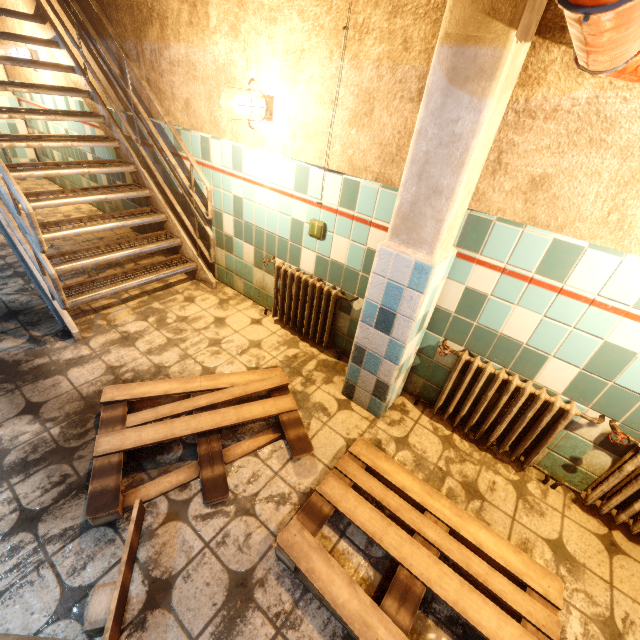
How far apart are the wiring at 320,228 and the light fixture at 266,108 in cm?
82

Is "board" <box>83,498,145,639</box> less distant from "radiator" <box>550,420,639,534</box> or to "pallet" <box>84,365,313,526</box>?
"pallet" <box>84,365,313,526</box>

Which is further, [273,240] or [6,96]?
[6,96]

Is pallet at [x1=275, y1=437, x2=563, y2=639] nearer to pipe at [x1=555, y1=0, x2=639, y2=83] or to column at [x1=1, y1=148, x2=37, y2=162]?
pipe at [x1=555, y1=0, x2=639, y2=83]

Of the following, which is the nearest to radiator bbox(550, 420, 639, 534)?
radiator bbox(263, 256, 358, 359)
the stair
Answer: radiator bbox(263, 256, 358, 359)

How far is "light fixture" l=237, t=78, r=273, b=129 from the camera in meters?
2.3 m

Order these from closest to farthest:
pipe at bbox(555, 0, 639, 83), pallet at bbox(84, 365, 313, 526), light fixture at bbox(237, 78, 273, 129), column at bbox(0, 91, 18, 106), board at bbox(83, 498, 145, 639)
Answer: pipe at bbox(555, 0, 639, 83)
board at bbox(83, 498, 145, 639)
pallet at bbox(84, 365, 313, 526)
light fixture at bbox(237, 78, 273, 129)
column at bbox(0, 91, 18, 106)

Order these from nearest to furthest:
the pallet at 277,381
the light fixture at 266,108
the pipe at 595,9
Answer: the pipe at 595,9, the pallet at 277,381, the light fixture at 266,108
